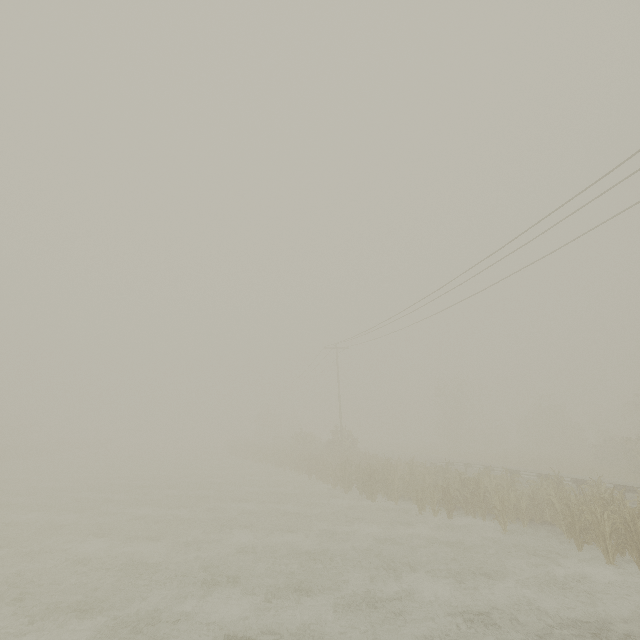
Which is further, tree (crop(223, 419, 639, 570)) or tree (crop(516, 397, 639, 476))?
tree (crop(516, 397, 639, 476))

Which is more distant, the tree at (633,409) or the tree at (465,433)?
the tree at (465,433)

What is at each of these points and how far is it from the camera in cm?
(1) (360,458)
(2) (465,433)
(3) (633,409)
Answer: (1) tree, 2453
(2) tree, 4650
(3) tree, 3800

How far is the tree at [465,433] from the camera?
45.1m

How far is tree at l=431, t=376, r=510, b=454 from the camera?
45.1m

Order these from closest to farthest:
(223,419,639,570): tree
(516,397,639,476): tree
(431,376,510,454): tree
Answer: (223,419,639,570): tree < (516,397,639,476): tree < (431,376,510,454): tree
